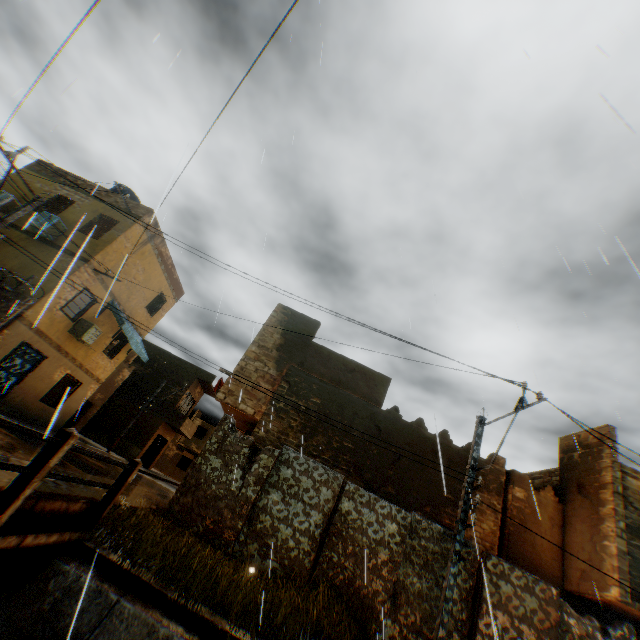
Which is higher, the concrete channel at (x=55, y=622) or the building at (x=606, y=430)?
the building at (x=606, y=430)

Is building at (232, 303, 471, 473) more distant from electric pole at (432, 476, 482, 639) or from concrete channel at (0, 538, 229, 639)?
electric pole at (432, 476, 482, 639)

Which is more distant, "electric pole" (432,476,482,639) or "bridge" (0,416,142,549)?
"electric pole" (432,476,482,639)

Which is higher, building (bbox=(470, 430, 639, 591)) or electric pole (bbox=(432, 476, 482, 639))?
building (bbox=(470, 430, 639, 591))

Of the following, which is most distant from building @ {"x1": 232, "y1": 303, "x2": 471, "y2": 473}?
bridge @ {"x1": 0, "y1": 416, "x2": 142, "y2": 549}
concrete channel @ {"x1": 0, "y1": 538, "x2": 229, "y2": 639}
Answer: bridge @ {"x1": 0, "y1": 416, "x2": 142, "y2": 549}

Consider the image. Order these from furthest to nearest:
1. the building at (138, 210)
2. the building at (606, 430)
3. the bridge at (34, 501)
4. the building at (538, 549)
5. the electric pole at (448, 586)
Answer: the building at (138, 210), the building at (606, 430), the building at (538, 549), the electric pole at (448, 586), the bridge at (34, 501)

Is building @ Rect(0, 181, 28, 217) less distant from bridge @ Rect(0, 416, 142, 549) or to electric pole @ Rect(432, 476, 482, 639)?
bridge @ Rect(0, 416, 142, 549)

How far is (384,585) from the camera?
8.1m
